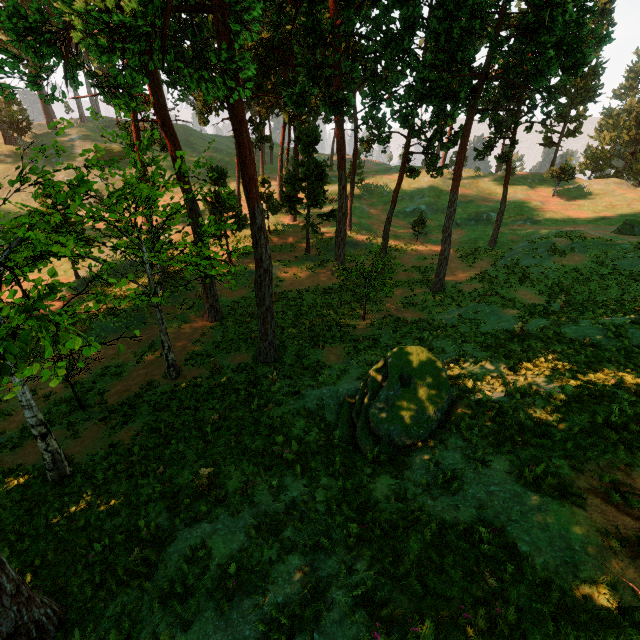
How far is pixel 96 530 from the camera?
9.38m

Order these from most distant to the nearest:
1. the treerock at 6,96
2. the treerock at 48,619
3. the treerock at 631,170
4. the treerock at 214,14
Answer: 1. the treerock at 631,170
2. the treerock at 6,96
3. the treerock at 214,14
4. the treerock at 48,619

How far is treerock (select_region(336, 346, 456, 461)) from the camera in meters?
9.5 m

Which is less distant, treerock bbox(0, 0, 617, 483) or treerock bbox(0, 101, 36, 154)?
treerock bbox(0, 0, 617, 483)

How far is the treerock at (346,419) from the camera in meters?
9.5 m

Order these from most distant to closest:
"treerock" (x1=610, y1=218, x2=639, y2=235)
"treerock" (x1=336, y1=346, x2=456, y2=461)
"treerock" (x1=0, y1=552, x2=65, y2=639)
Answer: "treerock" (x1=610, y1=218, x2=639, y2=235) < "treerock" (x1=336, y1=346, x2=456, y2=461) < "treerock" (x1=0, y1=552, x2=65, y2=639)

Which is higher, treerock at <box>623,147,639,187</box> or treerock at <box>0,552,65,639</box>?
treerock at <box>623,147,639,187</box>
